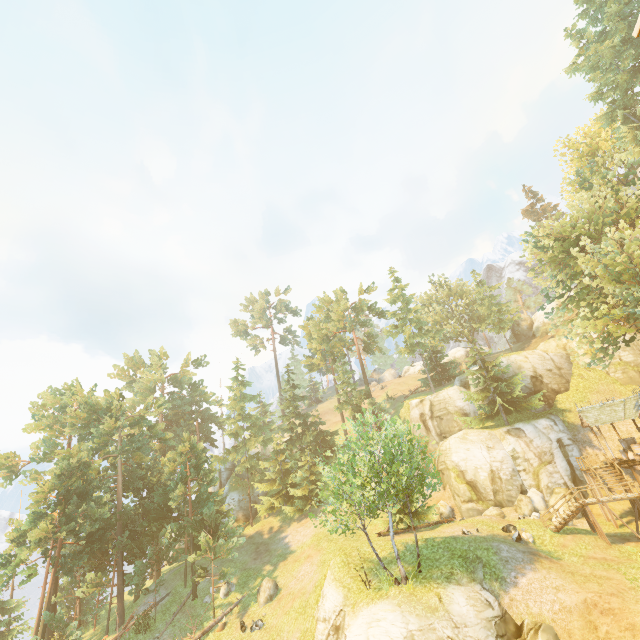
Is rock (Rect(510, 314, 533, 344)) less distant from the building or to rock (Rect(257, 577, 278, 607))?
the building

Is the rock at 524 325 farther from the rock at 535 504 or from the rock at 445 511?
the rock at 445 511

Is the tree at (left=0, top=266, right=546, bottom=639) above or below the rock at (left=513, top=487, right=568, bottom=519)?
above

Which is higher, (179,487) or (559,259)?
(559,259)

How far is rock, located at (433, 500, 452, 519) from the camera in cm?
3061

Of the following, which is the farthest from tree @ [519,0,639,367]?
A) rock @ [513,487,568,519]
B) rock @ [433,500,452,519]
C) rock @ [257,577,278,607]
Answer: rock @ [513,487,568,519]

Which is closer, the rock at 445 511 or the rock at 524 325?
the rock at 445 511

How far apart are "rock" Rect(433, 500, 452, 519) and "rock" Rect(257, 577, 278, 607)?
15.69m
